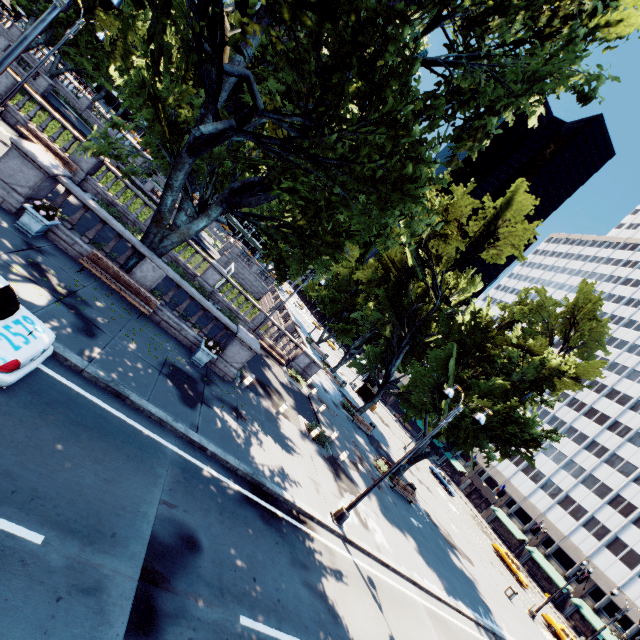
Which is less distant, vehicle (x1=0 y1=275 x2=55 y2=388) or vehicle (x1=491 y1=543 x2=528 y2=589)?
vehicle (x1=0 y1=275 x2=55 y2=388)

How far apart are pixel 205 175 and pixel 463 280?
25.4 meters

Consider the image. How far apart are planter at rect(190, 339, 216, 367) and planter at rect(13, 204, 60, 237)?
6.6m

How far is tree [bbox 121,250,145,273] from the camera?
13.70m

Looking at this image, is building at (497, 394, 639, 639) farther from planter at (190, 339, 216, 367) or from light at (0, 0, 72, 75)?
planter at (190, 339, 216, 367)

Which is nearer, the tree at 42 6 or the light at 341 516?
the light at 341 516

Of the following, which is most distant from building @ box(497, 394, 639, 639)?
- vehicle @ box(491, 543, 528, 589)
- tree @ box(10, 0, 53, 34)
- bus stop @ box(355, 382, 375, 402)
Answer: vehicle @ box(491, 543, 528, 589)

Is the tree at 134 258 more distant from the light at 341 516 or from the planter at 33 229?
the planter at 33 229
